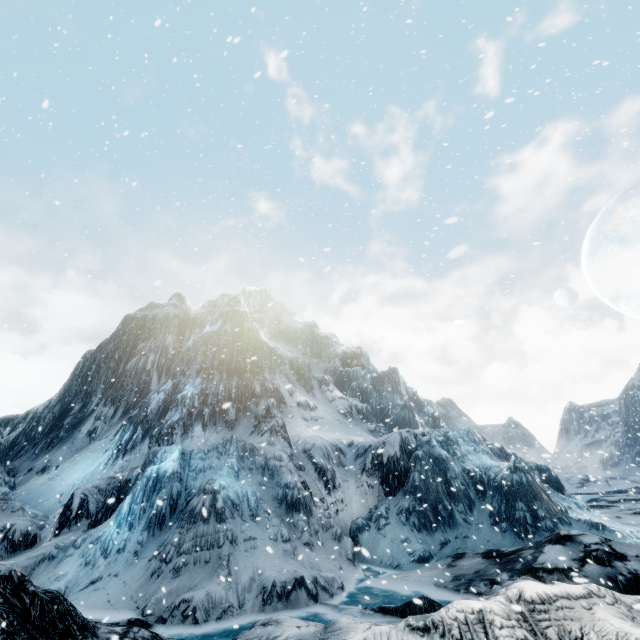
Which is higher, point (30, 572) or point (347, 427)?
point (347, 427)
